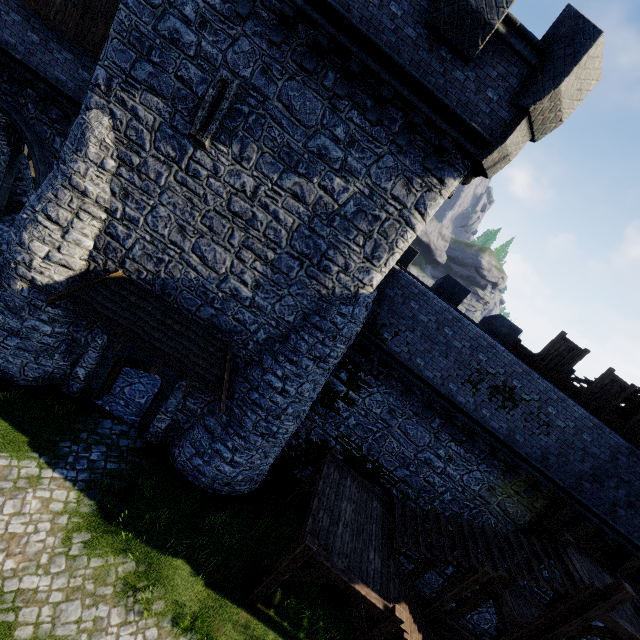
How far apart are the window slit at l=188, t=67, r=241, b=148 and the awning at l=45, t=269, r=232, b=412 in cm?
453

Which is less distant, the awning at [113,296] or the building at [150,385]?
the awning at [113,296]

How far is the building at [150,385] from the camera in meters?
12.4 m

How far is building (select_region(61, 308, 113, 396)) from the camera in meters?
11.0 m

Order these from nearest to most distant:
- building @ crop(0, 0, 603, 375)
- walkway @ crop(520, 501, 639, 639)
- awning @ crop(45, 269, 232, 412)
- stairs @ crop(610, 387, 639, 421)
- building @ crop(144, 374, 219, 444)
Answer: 1. building @ crop(0, 0, 603, 375)
2. walkway @ crop(520, 501, 639, 639)
3. awning @ crop(45, 269, 232, 412)
4. building @ crop(144, 374, 219, 444)
5. stairs @ crop(610, 387, 639, 421)

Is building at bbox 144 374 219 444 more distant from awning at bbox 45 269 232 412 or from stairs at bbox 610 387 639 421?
stairs at bbox 610 387 639 421

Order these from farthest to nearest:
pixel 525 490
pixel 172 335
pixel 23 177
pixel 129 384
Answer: pixel 23 177 → pixel 129 384 → pixel 525 490 → pixel 172 335

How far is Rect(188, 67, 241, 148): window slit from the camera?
8.4 meters
